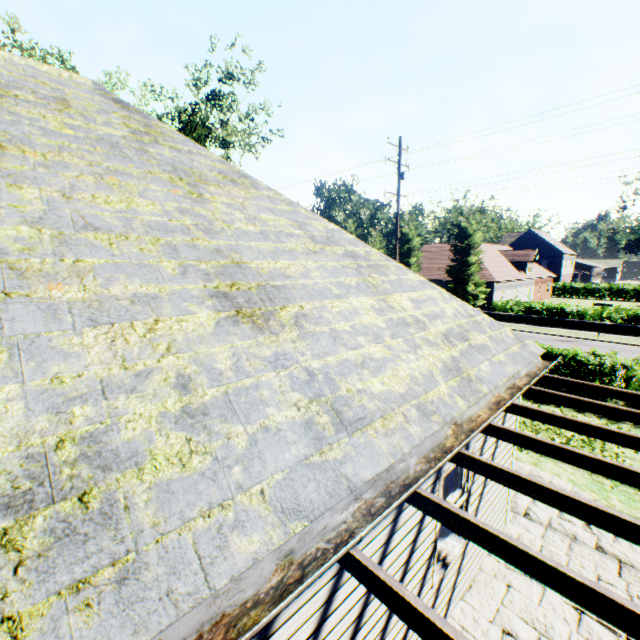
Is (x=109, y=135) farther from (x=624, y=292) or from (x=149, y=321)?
(x=624, y=292)

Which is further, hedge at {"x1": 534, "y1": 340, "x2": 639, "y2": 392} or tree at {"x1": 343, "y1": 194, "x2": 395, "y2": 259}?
tree at {"x1": 343, "y1": 194, "x2": 395, "y2": 259}

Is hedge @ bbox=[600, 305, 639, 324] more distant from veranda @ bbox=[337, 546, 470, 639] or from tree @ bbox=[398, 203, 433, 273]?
veranda @ bbox=[337, 546, 470, 639]

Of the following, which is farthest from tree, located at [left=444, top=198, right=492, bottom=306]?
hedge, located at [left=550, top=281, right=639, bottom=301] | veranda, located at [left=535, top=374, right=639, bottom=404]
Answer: veranda, located at [left=535, top=374, right=639, bottom=404]

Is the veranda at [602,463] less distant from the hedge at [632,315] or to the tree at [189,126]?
the hedge at [632,315]

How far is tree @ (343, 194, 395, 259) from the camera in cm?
3947

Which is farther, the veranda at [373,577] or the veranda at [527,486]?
the veranda at [527,486]
